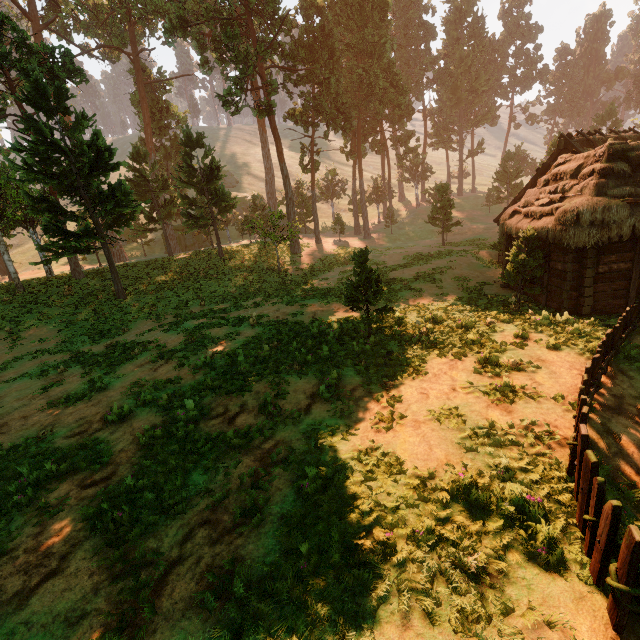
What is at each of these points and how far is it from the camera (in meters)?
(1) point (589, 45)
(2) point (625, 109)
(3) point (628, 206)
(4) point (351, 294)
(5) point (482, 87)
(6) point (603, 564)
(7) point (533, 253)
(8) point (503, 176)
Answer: (1) treerock, 59.75
(2) treerock, 57.44
(3) building, 11.14
(4) treerock, 12.47
(5) treerock, 49.09
(6) fence, 3.90
(7) treerock, 13.76
(8) treerock, 43.75

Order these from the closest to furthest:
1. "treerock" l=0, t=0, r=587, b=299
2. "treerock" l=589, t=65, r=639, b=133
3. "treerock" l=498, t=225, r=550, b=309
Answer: "treerock" l=498, t=225, r=550, b=309 → "treerock" l=0, t=0, r=587, b=299 → "treerock" l=589, t=65, r=639, b=133

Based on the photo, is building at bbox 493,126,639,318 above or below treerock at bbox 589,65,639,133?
below

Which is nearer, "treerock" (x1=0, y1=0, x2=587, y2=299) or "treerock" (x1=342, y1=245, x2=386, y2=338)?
"treerock" (x1=342, y1=245, x2=386, y2=338)

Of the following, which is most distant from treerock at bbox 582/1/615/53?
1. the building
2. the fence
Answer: the fence

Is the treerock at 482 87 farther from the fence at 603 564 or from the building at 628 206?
the fence at 603 564

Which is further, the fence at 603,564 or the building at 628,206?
the building at 628,206

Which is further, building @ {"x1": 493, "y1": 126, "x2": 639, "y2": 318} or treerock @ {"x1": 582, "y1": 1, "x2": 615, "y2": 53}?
treerock @ {"x1": 582, "y1": 1, "x2": 615, "y2": 53}
